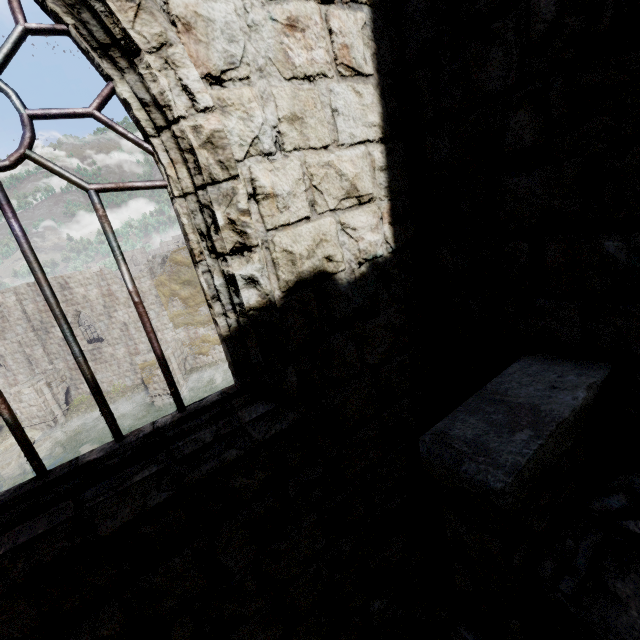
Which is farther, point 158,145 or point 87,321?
point 87,321

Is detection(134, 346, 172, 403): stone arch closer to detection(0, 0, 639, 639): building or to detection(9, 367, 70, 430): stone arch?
detection(0, 0, 639, 639): building

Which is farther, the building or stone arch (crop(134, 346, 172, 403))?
stone arch (crop(134, 346, 172, 403))

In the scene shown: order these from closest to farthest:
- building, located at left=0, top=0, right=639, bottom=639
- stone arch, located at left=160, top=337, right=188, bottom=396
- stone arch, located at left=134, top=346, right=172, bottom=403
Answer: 1. building, located at left=0, top=0, right=639, bottom=639
2. stone arch, located at left=134, top=346, right=172, bottom=403
3. stone arch, located at left=160, top=337, right=188, bottom=396

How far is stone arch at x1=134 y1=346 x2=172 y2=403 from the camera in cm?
2289

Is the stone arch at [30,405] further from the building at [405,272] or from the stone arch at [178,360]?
the stone arch at [178,360]

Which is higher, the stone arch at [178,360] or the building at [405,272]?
the building at [405,272]
